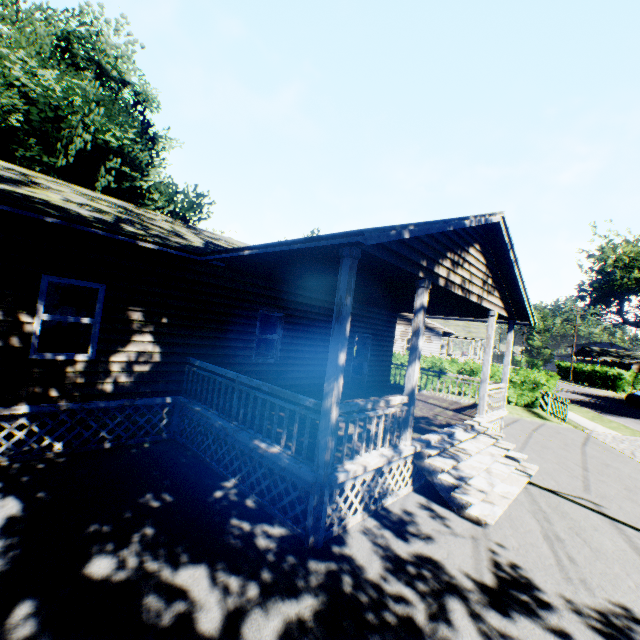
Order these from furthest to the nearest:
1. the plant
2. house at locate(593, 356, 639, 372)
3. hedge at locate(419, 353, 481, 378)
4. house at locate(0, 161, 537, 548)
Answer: house at locate(593, 356, 639, 372) → hedge at locate(419, 353, 481, 378) → the plant → house at locate(0, 161, 537, 548)

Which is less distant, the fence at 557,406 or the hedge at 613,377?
the fence at 557,406

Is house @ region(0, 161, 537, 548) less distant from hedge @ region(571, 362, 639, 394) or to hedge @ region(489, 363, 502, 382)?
hedge @ region(489, 363, 502, 382)

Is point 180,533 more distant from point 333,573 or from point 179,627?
point 333,573

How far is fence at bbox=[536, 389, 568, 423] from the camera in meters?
16.3

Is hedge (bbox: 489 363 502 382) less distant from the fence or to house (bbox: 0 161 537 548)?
the fence

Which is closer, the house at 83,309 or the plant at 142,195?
the house at 83,309

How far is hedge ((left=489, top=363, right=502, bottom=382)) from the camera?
20.5m
